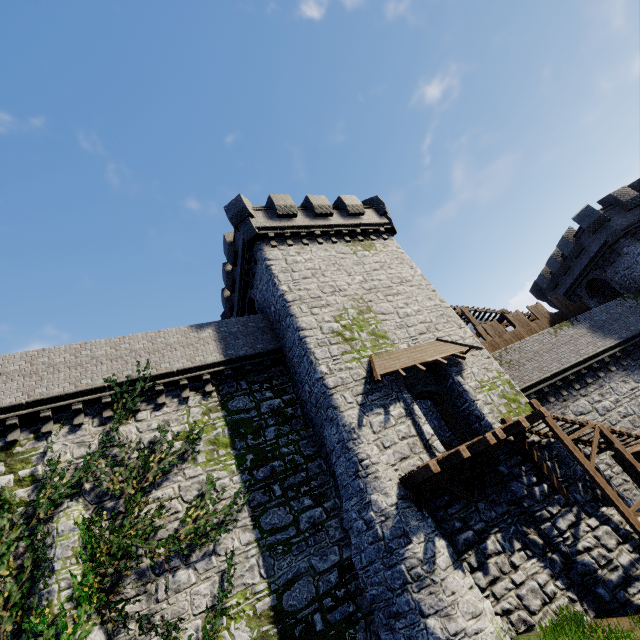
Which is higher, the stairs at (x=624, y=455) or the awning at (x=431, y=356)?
the awning at (x=431, y=356)

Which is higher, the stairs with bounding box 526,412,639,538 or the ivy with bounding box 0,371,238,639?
the ivy with bounding box 0,371,238,639

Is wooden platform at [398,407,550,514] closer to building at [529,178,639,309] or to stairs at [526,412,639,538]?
stairs at [526,412,639,538]

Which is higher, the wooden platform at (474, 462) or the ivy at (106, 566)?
the ivy at (106, 566)

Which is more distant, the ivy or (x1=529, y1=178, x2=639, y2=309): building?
(x1=529, y1=178, x2=639, y2=309): building

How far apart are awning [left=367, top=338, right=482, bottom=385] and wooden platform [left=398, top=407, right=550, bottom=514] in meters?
3.1 m

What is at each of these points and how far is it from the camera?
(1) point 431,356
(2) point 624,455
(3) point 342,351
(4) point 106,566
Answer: (1) awning, 14.9m
(2) stairs, 12.4m
(3) building, 14.7m
(4) ivy, 10.0m

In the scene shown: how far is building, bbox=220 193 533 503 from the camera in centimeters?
1324cm
